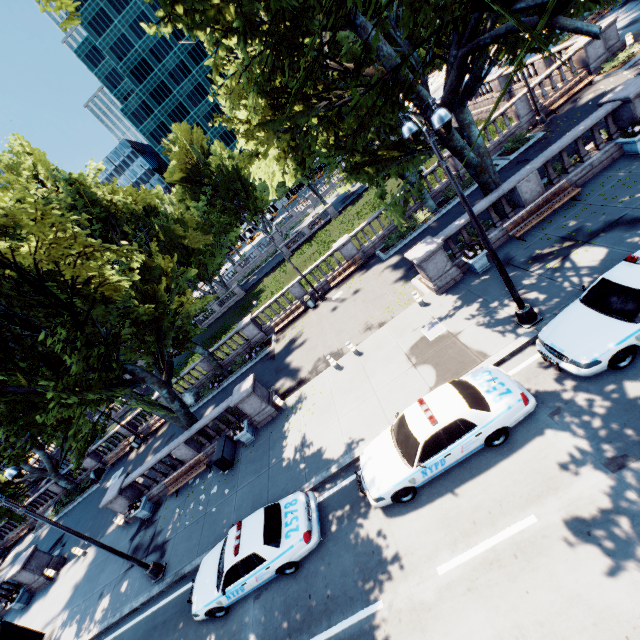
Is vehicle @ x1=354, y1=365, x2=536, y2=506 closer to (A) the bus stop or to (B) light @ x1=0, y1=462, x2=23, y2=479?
(B) light @ x1=0, y1=462, x2=23, y2=479

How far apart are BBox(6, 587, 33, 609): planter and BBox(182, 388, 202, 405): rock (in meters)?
13.76

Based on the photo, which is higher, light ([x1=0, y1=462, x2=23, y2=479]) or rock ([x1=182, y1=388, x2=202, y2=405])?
light ([x1=0, y1=462, x2=23, y2=479])

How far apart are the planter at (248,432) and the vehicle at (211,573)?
4.8m

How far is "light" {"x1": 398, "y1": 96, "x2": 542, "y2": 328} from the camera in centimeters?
689cm

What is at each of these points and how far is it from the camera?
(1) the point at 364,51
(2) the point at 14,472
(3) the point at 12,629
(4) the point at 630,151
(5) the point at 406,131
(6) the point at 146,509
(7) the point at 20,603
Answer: (1) tree, 5.50m
(2) light, 11.66m
(3) bus stop, 15.33m
(4) planter, 12.92m
(5) light, 8.58m
(6) planter, 17.56m
(7) planter, 19.39m

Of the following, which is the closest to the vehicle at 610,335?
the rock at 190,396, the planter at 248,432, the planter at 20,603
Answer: the planter at 248,432

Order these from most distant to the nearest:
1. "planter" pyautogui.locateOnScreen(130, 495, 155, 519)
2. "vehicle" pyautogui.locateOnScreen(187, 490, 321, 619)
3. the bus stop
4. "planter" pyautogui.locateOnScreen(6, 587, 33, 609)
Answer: "planter" pyautogui.locateOnScreen(6, 587, 33, 609)
"planter" pyautogui.locateOnScreen(130, 495, 155, 519)
the bus stop
"vehicle" pyautogui.locateOnScreen(187, 490, 321, 619)
